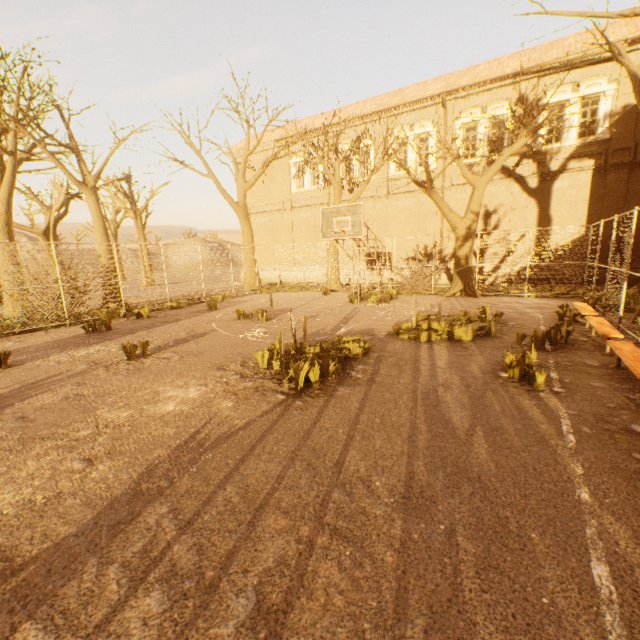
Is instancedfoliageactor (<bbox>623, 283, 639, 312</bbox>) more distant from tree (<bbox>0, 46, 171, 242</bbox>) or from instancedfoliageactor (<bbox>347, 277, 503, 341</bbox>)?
instancedfoliageactor (<bbox>347, 277, 503, 341</bbox>)

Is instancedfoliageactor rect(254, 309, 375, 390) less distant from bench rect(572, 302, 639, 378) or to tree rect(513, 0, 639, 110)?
bench rect(572, 302, 639, 378)

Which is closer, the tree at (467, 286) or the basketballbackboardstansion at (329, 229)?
the basketballbackboardstansion at (329, 229)

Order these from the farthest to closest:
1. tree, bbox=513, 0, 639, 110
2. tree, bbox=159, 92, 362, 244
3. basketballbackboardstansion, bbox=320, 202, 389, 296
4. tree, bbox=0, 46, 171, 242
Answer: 1. tree, bbox=159, 92, 362, 244
2. tree, bbox=0, 46, 171, 242
3. basketballbackboardstansion, bbox=320, 202, 389, 296
4. tree, bbox=513, 0, 639, 110

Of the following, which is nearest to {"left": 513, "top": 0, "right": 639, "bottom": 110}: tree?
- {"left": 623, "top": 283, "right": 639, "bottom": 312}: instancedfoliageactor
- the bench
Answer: {"left": 623, "top": 283, "right": 639, "bottom": 312}: instancedfoliageactor

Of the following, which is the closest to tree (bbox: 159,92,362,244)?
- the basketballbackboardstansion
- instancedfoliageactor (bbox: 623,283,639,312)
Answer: instancedfoliageactor (bbox: 623,283,639,312)

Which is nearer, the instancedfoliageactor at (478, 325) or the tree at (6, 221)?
the instancedfoliageactor at (478, 325)

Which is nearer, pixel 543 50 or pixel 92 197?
pixel 92 197
